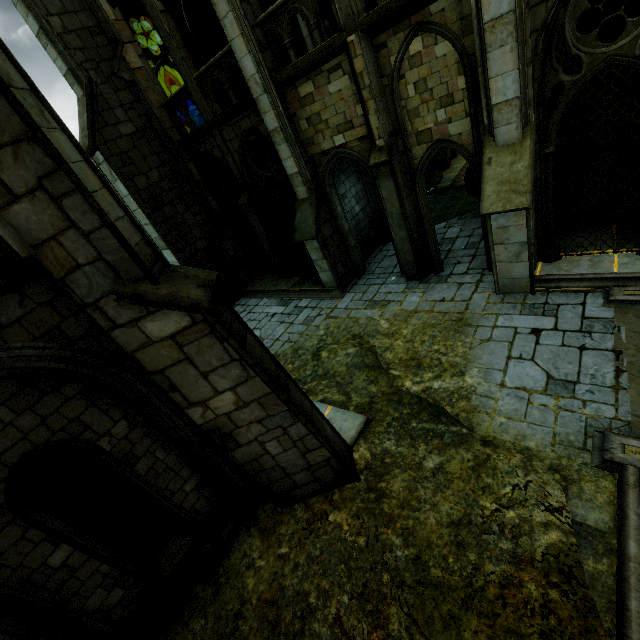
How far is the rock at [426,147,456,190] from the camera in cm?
2570

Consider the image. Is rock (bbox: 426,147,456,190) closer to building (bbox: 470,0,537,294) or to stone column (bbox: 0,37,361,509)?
building (bbox: 470,0,537,294)

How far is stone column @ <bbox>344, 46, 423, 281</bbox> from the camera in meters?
8.3 m

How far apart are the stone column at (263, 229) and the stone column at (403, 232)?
5.3 meters

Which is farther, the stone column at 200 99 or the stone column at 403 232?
the stone column at 200 99

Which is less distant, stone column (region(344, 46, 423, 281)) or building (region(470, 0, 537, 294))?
building (region(470, 0, 537, 294))

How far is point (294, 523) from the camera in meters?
5.5 m

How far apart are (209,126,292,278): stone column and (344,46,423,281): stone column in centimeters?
530cm
